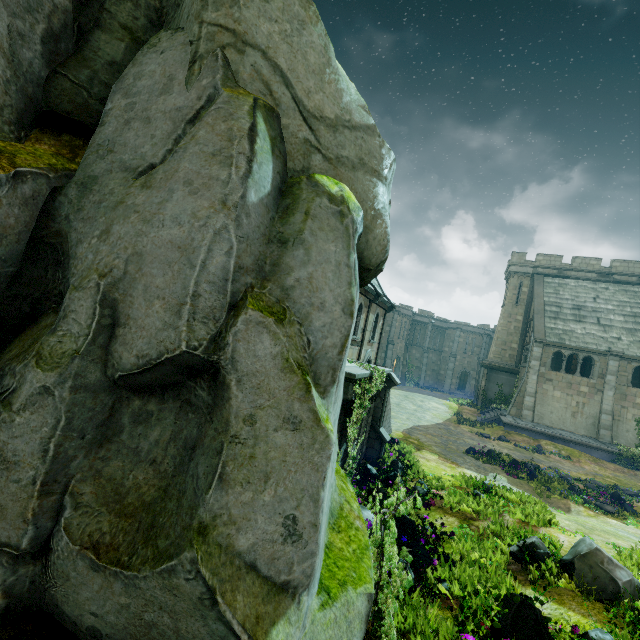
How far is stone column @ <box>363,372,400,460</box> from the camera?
13.4 meters

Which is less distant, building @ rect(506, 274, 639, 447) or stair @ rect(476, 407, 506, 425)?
building @ rect(506, 274, 639, 447)

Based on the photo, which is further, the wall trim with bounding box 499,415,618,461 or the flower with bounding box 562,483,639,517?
the wall trim with bounding box 499,415,618,461

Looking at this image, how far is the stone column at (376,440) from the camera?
13.4 meters

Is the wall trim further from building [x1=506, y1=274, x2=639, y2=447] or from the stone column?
the stone column

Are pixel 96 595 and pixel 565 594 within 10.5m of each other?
yes

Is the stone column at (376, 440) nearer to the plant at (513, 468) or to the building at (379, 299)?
the building at (379, 299)

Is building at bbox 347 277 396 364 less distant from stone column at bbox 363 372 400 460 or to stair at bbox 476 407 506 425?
stone column at bbox 363 372 400 460
